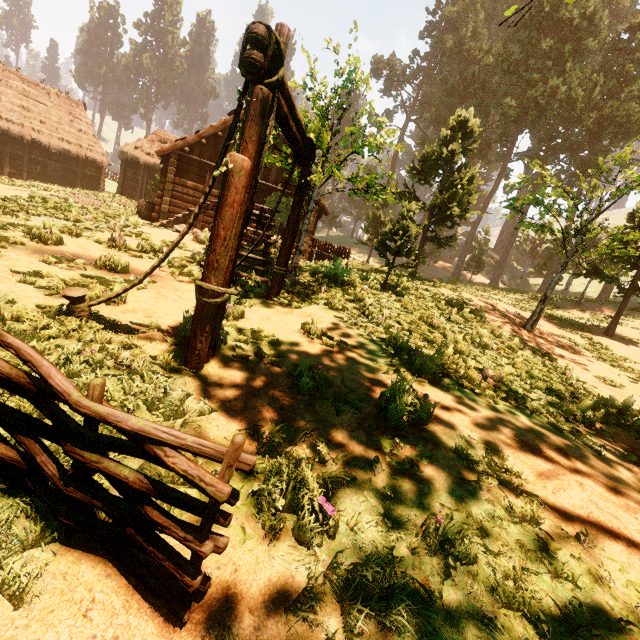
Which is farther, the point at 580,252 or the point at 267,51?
the point at 580,252

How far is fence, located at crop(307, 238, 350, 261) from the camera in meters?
15.4 m

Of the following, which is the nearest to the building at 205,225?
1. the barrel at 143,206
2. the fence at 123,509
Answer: the barrel at 143,206

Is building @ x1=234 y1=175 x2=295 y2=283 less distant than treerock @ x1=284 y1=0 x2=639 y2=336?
Yes

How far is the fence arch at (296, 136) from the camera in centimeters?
326cm

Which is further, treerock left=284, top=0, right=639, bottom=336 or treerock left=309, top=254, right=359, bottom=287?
treerock left=309, top=254, right=359, bottom=287

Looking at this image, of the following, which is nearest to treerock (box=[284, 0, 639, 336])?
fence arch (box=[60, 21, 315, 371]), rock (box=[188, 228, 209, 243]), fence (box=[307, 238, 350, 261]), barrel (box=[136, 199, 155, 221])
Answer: fence arch (box=[60, 21, 315, 371])

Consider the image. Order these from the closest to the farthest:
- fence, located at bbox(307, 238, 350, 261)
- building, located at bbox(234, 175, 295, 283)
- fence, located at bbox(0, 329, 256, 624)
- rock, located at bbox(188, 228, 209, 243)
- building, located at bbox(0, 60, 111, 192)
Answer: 1. fence, located at bbox(0, 329, 256, 624)
2. building, located at bbox(234, 175, 295, 283)
3. rock, located at bbox(188, 228, 209, 243)
4. fence, located at bbox(307, 238, 350, 261)
5. building, located at bbox(0, 60, 111, 192)
